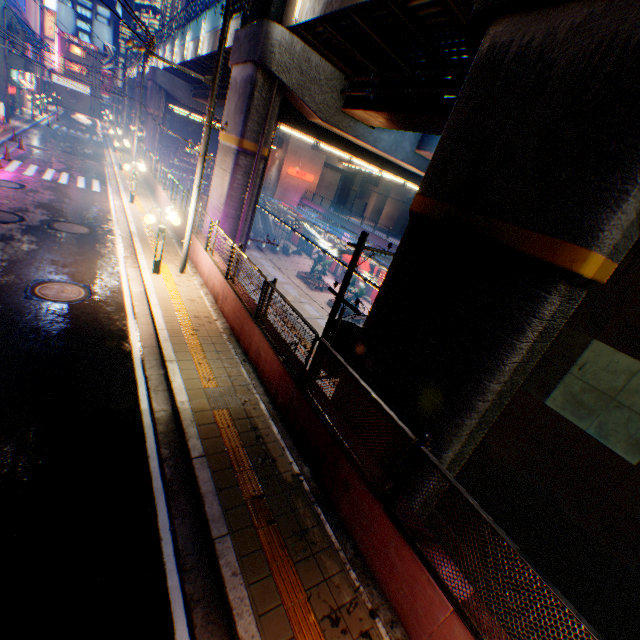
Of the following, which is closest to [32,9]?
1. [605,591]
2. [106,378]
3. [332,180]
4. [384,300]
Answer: [332,180]

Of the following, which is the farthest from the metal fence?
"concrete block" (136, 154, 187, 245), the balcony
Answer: the balcony

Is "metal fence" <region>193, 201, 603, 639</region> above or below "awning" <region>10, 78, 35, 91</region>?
below

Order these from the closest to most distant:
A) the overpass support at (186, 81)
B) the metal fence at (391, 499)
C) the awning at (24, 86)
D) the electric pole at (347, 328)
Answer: the metal fence at (391, 499) < the electric pole at (347, 328) < the awning at (24, 86) < the overpass support at (186, 81)

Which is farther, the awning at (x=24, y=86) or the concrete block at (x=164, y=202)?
the awning at (x=24, y=86)

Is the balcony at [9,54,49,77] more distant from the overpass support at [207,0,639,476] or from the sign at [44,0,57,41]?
the overpass support at [207,0,639,476]

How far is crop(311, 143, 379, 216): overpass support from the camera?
44.4m

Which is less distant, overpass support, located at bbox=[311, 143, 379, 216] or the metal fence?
the metal fence
